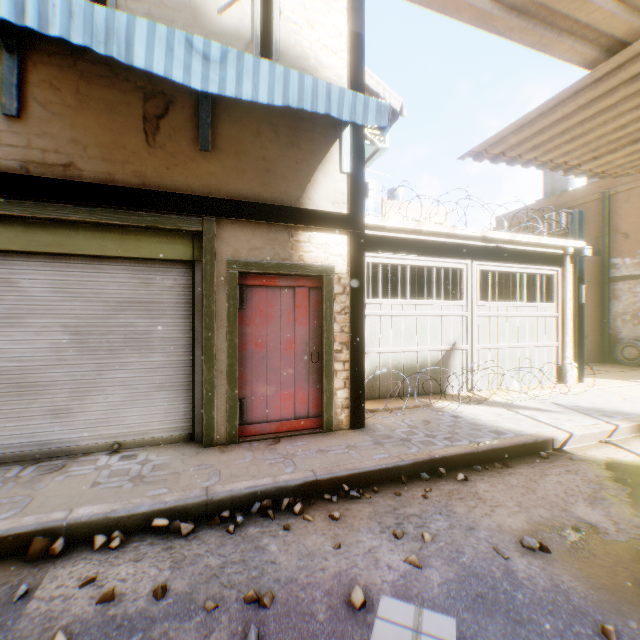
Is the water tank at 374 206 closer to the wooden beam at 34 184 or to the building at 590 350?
the wooden beam at 34 184

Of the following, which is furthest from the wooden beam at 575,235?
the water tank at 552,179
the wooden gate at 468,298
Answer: the water tank at 552,179

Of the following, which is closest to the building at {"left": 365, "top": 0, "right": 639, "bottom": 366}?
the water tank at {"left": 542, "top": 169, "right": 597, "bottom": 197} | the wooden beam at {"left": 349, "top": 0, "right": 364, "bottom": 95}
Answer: the wooden beam at {"left": 349, "top": 0, "right": 364, "bottom": 95}

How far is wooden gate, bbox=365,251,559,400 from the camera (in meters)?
6.66

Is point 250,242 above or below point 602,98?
below

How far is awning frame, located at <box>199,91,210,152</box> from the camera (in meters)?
4.19

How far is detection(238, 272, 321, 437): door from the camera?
4.5 meters

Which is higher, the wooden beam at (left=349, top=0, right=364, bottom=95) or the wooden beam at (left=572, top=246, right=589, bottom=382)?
the wooden beam at (left=349, top=0, right=364, bottom=95)
